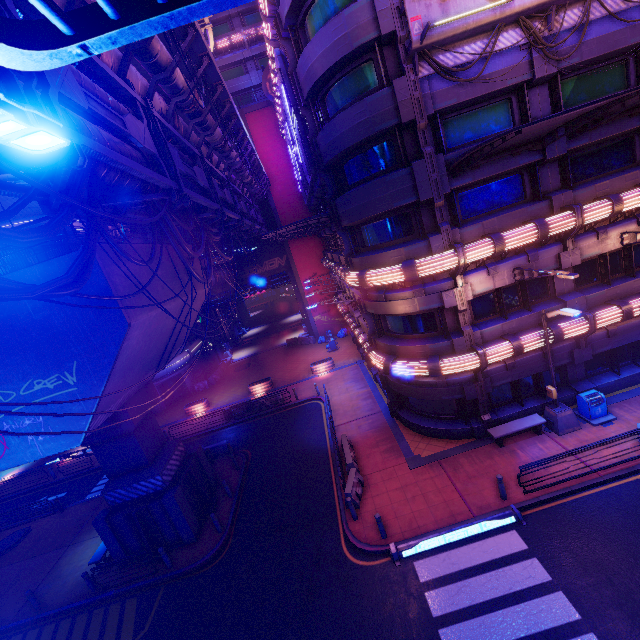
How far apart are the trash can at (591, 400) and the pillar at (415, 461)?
7.29m

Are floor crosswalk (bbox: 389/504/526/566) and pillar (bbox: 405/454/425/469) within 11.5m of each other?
yes

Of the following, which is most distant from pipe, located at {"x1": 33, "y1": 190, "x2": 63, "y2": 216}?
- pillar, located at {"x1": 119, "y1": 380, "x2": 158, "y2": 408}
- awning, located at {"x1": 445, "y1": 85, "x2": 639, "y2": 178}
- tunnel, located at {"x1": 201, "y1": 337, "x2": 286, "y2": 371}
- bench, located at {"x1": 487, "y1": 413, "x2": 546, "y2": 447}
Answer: bench, located at {"x1": 487, "y1": 413, "x2": 546, "y2": 447}

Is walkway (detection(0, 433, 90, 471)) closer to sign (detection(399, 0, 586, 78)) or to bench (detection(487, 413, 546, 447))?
sign (detection(399, 0, 586, 78))

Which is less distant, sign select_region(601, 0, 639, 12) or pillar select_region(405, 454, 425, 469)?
sign select_region(601, 0, 639, 12)

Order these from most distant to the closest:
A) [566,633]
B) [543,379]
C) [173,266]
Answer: [543,379]
[173,266]
[566,633]

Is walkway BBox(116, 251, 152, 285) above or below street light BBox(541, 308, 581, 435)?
above

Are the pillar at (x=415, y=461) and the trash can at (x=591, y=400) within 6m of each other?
no
